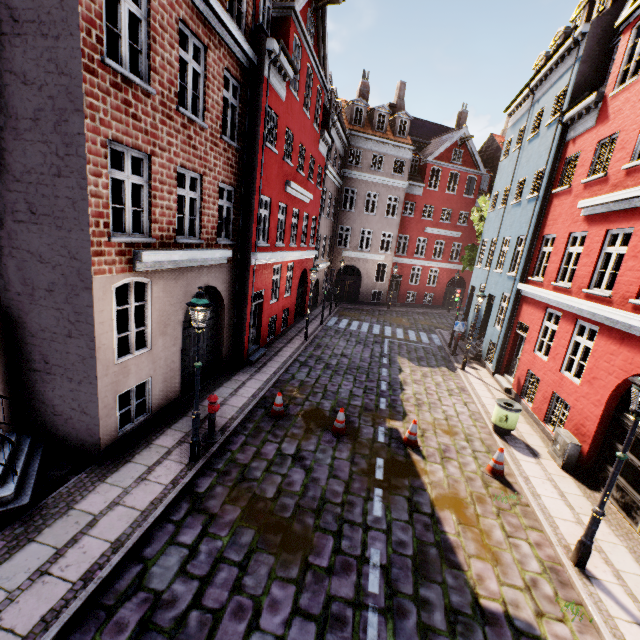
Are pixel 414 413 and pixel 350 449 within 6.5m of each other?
yes

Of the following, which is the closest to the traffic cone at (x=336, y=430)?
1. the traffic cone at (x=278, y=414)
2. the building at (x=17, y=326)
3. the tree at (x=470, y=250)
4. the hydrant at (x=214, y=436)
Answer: the traffic cone at (x=278, y=414)

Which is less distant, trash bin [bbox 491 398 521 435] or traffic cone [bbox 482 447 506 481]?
traffic cone [bbox 482 447 506 481]

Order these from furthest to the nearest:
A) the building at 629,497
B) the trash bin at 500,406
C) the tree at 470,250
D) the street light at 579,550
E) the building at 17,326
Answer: the tree at 470,250, the trash bin at 500,406, the building at 629,497, the building at 17,326, the street light at 579,550

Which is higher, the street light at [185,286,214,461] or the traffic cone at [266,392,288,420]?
the street light at [185,286,214,461]

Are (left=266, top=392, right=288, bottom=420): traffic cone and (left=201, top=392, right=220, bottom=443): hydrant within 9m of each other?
yes

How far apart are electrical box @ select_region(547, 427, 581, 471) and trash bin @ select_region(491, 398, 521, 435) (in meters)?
0.91

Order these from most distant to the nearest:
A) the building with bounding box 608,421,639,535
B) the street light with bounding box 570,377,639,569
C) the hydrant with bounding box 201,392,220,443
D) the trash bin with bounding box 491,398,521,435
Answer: the trash bin with bounding box 491,398,521,435 → the hydrant with bounding box 201,392,220,443 → the building with bounding box 608,421,639,535 → the street light with bounding box 570,377,639,569
